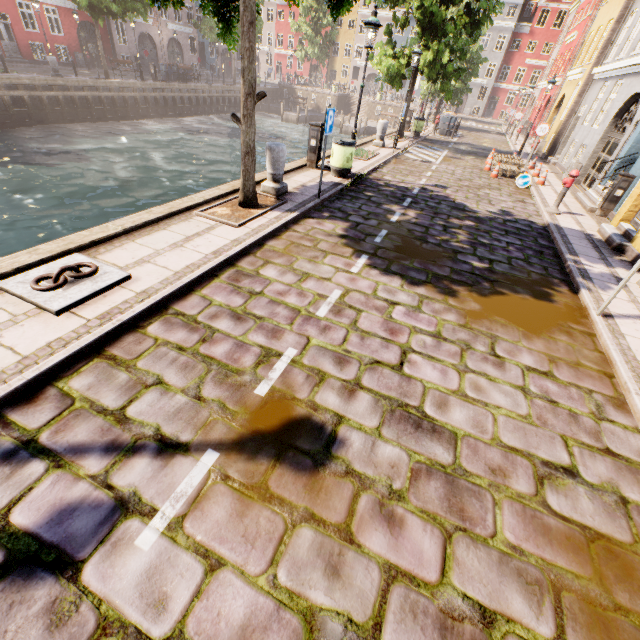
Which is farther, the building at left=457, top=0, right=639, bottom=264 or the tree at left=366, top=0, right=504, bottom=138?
the tree at left=366, top=0, right=504, bottom=138

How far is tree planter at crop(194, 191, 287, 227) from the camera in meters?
6.2

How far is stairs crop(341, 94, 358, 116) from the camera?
41.2m

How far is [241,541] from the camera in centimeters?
223cm

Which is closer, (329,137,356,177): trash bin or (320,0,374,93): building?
(329,137,356,177): trash bin

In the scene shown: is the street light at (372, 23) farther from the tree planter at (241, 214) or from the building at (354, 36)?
the building at (354, 36)

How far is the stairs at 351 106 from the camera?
41.2m

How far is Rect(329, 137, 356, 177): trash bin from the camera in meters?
9.4 m
